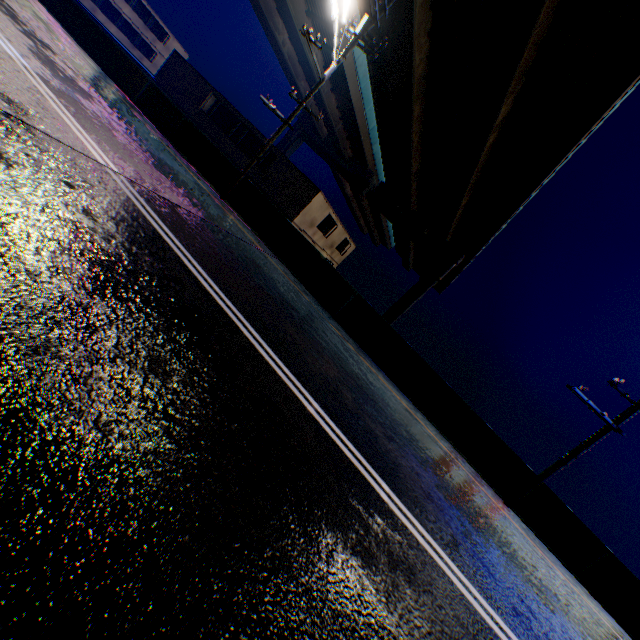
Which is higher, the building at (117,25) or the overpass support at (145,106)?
the building at (117,25)

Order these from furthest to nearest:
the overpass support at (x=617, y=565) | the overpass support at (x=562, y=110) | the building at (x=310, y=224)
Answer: the building at (x=310, y=224) → the overpass support at (x=562, y=110) → the overpass support at (x=617, y=565)

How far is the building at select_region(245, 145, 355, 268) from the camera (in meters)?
24.00

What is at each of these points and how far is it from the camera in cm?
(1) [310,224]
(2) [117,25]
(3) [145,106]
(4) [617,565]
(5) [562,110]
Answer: (1) building, 2644
(2) building, 4200
(3) overpass support, 1492
(4) overpass support, 971
(5) overpass support, 1705

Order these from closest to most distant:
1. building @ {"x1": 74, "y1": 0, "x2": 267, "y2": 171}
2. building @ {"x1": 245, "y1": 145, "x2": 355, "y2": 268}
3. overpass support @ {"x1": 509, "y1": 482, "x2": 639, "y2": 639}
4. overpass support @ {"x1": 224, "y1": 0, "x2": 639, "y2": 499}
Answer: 1. overpass support @ {"x1": 509, "y1": 482, "x2": 639, "y2": 639}
2. overpass support @ {"x1": 224, "y1": 0, "x2": 639, "y2": 499}
3. building @ {"x1": 245, "y1": 145, "x2": 355, "y2": 268}
4. building @ {"x1": 74, "y1": 0, "x2": 267, "y2": 171}

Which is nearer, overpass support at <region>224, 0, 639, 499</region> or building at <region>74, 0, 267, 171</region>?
overpass support at <region>224, 0, 639, 499</region>
